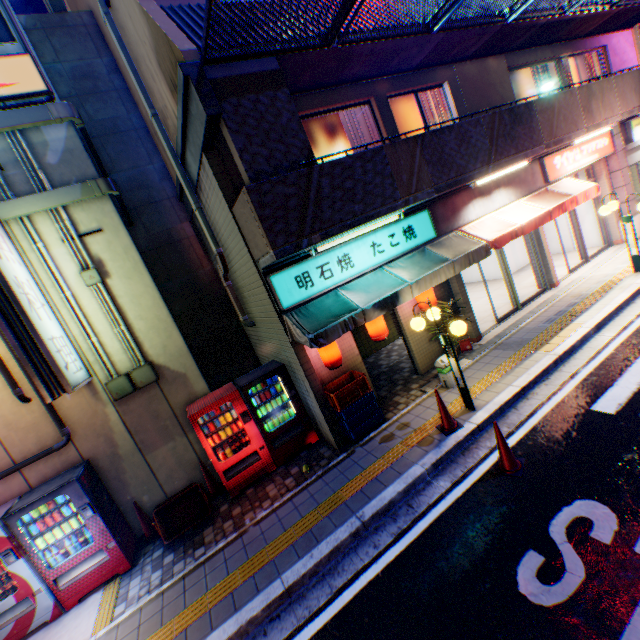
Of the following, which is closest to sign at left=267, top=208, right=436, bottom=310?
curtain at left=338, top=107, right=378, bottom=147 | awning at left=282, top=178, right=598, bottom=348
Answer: awning at left=282, top=178, right=598, bottom=348

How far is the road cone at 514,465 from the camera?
4.9m

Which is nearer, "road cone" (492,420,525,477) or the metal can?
"road cone" (492,420,525,477)

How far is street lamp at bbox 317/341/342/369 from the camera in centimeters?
680cm

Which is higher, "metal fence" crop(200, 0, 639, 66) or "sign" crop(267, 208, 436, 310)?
"metal fence" crop(200, 0, 639, 66)

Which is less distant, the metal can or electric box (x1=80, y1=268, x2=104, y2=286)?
the metal can

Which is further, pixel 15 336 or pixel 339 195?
pixel 339 195

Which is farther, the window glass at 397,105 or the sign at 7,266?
the window glass at 397,105
